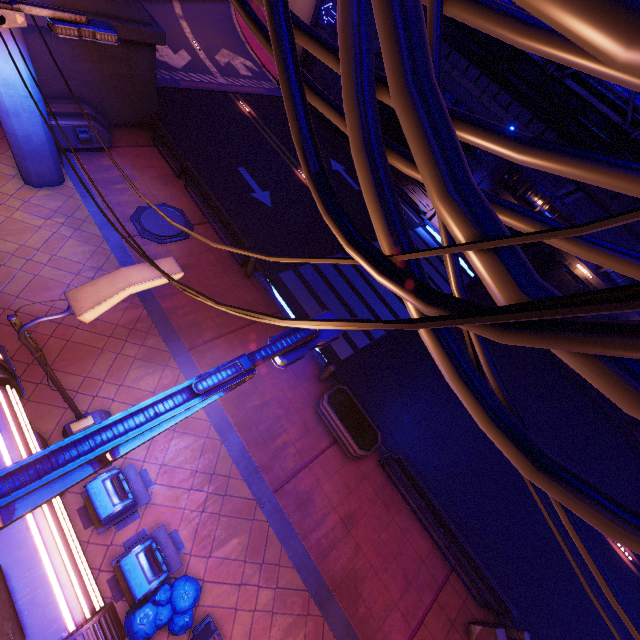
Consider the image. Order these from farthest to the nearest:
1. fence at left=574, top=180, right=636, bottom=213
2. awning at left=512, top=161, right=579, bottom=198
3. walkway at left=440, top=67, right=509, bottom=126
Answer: walkway at left=440, top=67, right=509, bottom=126
fence at left=574, top=180, right=636, bottom=213
awning at left=512, top=161, right=579, bottom=198

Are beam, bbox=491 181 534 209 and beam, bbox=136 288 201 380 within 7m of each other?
no

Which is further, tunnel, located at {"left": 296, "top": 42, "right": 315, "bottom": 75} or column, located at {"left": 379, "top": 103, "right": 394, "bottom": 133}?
column, located at {"left": 379, "top": 103, "right": 394, "bottom": 133}

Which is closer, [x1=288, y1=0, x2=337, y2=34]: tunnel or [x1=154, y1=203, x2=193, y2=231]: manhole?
[x1=154, y1=203, x2=193, y2=231]: manhole

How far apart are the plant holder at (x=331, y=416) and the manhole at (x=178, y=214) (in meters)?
7.96

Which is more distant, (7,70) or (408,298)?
(7,70)

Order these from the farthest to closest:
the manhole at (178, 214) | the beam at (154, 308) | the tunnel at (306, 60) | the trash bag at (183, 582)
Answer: the tunnel at (306, 60), the manhole at (178, 214), the beam at (154, 308), the trash bag at (183, 582)

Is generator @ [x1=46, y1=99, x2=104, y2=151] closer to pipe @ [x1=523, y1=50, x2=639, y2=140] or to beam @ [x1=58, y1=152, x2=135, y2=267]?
beam @ [x1=58, y1=152, x2=135, y2=267]
